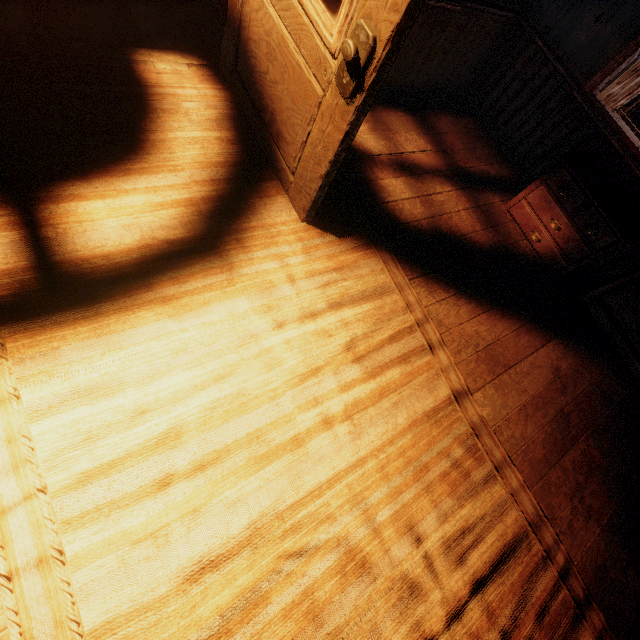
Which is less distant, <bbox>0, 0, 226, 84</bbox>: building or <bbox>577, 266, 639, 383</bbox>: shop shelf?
<bbox>0, 0, 226, 84</bbox>: building

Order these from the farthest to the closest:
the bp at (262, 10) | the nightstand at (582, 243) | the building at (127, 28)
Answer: the nightstand at (582, 243)
the building at (127, 28)
the bp at (262, 10)

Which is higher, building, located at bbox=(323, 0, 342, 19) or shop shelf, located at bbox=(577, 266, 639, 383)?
building, located at bbox=(323, 0, 342, 19)

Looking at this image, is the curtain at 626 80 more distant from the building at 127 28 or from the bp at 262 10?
the bp at 262 10

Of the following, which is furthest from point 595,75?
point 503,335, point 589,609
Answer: point 589,609

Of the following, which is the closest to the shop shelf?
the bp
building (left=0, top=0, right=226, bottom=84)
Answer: building (left=0, top=0, right=226, bottom=84)

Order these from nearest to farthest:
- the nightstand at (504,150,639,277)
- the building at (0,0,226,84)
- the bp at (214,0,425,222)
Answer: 1. the bp at (214,0,425,222)
2. the building at (0,0,226,84)
3. the nightstand at (504,150,639,277)
